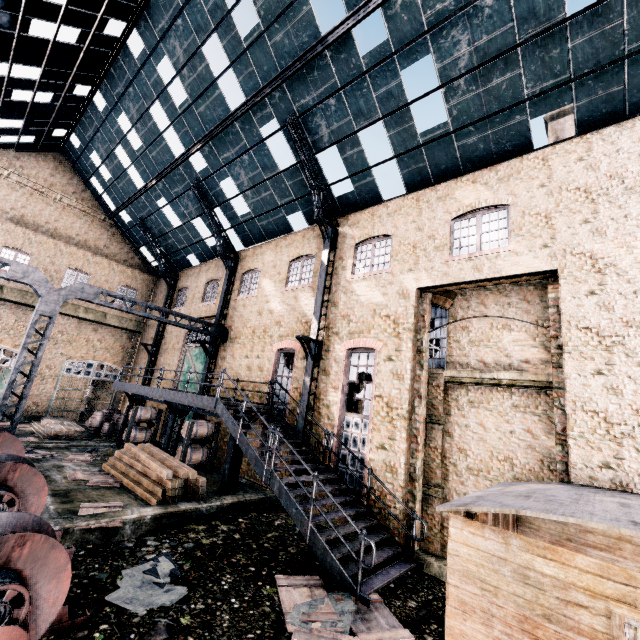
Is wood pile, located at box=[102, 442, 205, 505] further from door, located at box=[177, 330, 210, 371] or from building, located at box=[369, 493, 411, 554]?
building, located at box=[369, 493, 411, 554]

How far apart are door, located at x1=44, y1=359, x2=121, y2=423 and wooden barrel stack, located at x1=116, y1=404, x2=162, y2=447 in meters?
9.3

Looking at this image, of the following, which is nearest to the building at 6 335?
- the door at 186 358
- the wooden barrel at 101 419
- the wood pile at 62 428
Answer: the door at 186 358

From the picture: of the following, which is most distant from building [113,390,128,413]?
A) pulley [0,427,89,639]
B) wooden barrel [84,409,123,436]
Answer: pulley [0,427,89,639]

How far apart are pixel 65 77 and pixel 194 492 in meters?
23.6 m

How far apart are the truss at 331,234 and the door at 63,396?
21.49m

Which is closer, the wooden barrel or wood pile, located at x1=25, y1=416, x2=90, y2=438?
wood pile, located at x1=25, y1=416, x2=90, y2=438

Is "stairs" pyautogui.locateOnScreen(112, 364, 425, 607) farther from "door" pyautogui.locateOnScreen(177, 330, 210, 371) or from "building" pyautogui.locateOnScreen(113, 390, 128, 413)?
"building" pyautogui.locateOnScreen(113, 390, 128, 413)
